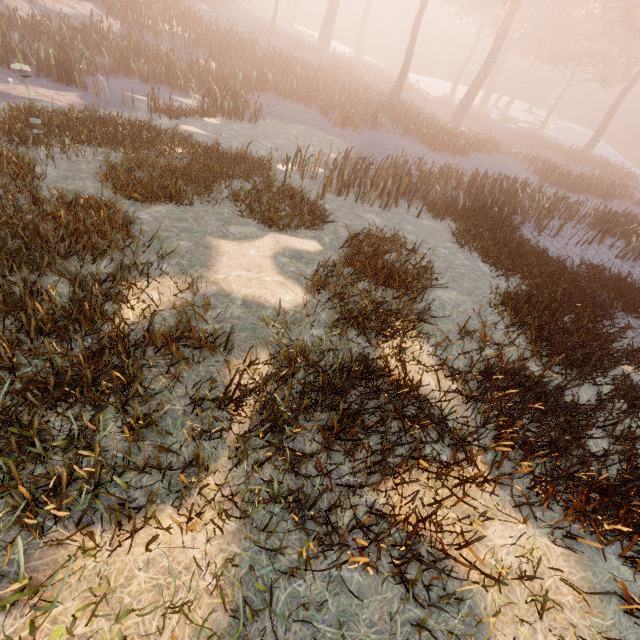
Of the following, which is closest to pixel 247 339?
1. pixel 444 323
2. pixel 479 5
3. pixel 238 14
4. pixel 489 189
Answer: pixel 444 323
